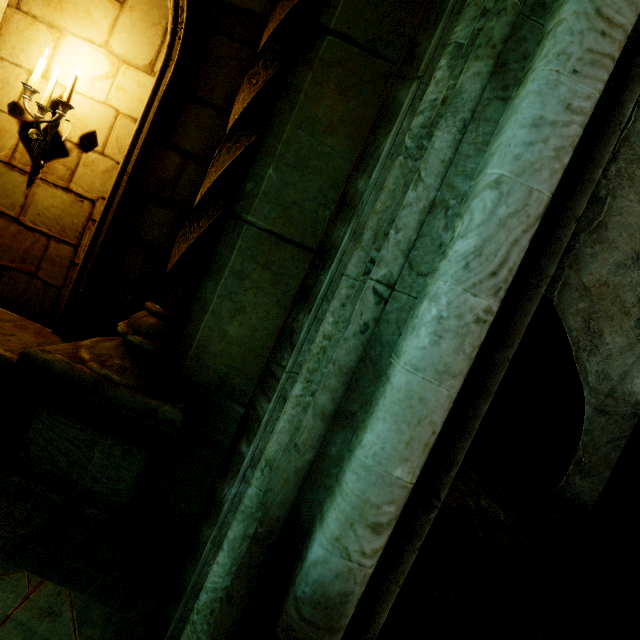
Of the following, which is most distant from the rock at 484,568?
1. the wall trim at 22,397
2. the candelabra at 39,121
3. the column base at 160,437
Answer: the candelabra at 39,121

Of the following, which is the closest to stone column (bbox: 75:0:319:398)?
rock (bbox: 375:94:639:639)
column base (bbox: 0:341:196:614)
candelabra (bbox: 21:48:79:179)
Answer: column base (bbox: 0:341:196:614)

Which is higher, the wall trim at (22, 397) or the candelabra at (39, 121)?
the candelabra at (39, 121)

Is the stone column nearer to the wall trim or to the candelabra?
the wall trim

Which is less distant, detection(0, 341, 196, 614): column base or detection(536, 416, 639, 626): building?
detection(0, 341, 196, 614): column base

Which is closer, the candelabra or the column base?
the column base

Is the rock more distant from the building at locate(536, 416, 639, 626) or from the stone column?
the stone column

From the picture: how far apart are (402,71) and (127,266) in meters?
2.6 m
